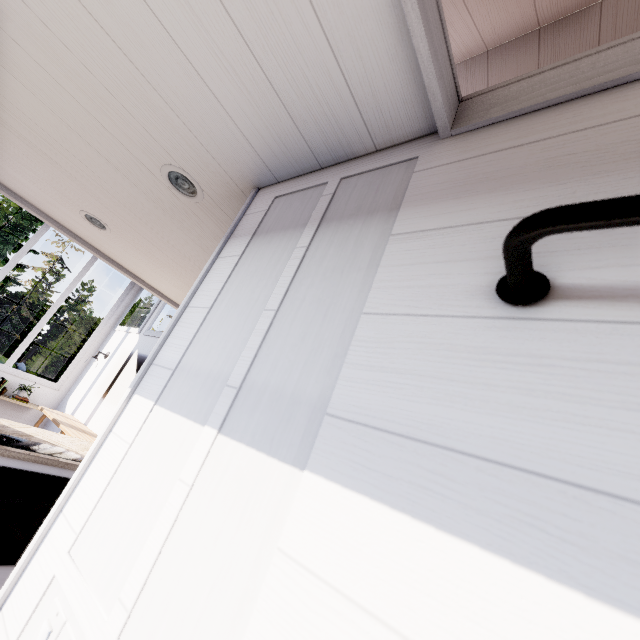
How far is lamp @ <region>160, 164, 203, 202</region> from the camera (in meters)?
1.44

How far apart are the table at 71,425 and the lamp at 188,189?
3.7m

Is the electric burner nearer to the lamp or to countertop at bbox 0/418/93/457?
countertop at bbox 0/418/93/457

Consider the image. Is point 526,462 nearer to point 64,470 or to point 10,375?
point 64,470

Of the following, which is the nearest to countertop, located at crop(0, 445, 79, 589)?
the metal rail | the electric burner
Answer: the electric burner

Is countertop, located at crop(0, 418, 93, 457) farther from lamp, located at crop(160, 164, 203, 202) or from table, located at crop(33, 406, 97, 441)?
lamp, located at crop(160, 164, 203, 202)

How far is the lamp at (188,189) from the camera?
Result: 1.4 meters

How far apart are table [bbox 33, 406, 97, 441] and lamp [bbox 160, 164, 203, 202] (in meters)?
3.69
